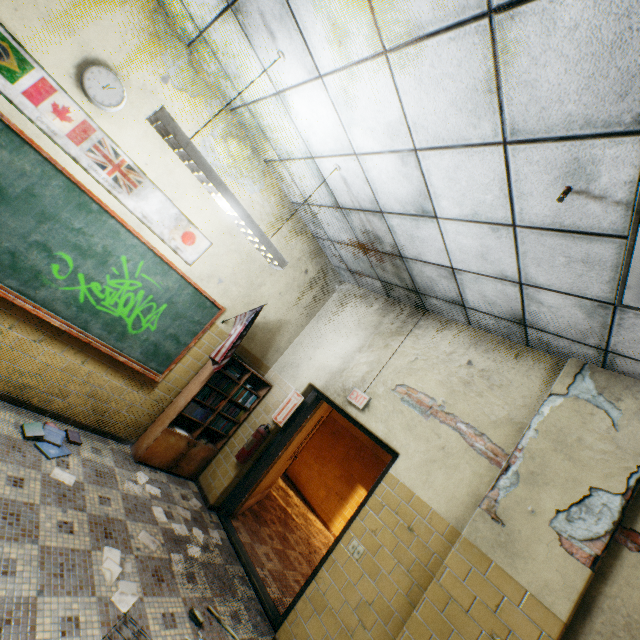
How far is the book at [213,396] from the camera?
4.4m

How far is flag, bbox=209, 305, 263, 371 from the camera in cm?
409

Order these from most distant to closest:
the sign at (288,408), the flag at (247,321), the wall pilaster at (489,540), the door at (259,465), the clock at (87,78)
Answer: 1. the sign at (288,408)
2. the flag at (247,321)
3. the door at (259,465)
4. the clock at (87,78)
5. the wall pilaster at (489,540)

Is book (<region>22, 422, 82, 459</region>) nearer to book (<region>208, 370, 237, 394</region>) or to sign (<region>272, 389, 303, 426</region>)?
book (<region>208, 370, 237, 394</region>)

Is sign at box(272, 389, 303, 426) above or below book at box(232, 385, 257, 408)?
above

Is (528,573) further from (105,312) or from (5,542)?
(105,312)

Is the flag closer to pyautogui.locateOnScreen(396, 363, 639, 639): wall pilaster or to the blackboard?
the blackboard

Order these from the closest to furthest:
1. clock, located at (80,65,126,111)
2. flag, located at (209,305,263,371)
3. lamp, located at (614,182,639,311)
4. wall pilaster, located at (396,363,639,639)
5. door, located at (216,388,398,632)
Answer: lamp, located at (614,182,639,311) → wall pilaster, located at (396,363,639,639) → clock, located at (80,65,126,111) → door, located at (216,388,398,632) → flag, located at (209,305,263,371)
